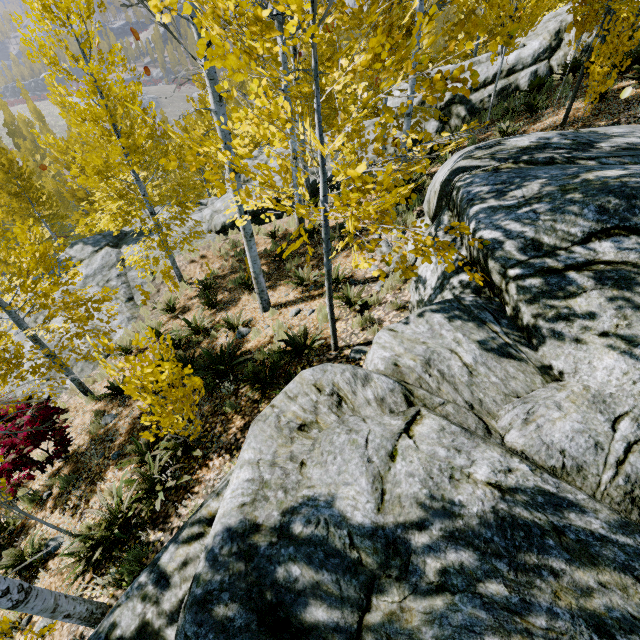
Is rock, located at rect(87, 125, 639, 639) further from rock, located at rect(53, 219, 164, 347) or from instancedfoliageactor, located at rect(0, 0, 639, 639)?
rock, located at rect(53, 219, 164, 347)

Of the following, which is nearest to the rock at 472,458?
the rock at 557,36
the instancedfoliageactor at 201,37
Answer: the instancedfoliageactor at 201,37

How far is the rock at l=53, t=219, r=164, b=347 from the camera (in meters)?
11.85

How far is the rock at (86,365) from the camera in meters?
10.0

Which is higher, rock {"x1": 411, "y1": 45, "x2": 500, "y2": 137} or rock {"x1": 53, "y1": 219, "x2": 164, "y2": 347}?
rock {"x1": 411, "y1": 45, "x2": 500, "y2": 137}

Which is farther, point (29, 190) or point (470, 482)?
point (29, 190)
